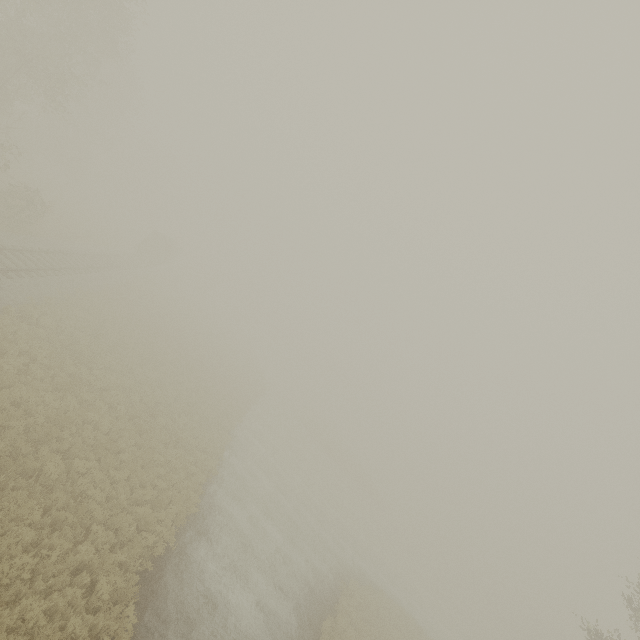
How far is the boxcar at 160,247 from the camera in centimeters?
4478cm

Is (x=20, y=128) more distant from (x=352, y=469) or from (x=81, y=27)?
(x=352, y=469)

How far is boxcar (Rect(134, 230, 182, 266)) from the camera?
44.8m
